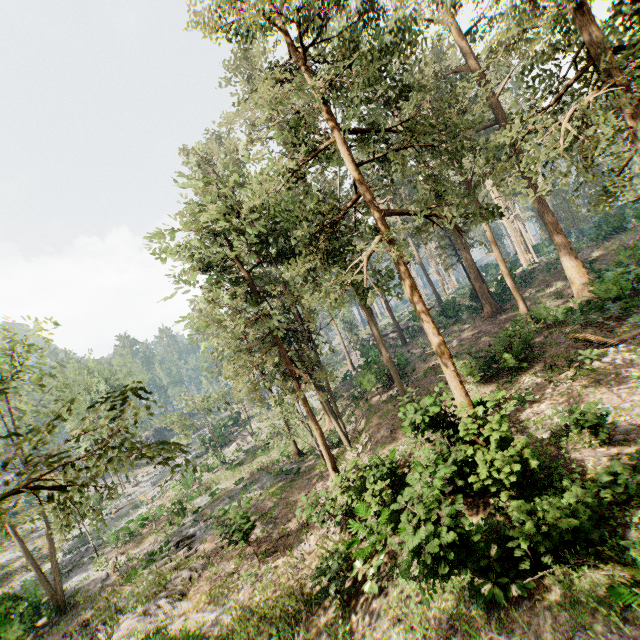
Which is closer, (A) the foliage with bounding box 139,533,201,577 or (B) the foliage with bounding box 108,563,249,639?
(B) the foliage with bounding box 108,563,249,639

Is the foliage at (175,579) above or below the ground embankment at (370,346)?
below

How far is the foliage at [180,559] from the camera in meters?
18.5

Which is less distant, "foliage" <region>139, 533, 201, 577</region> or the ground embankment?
"foliage" <region>139, 533, 201, 577</region>

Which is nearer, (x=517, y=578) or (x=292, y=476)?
(x=517, y=578)
